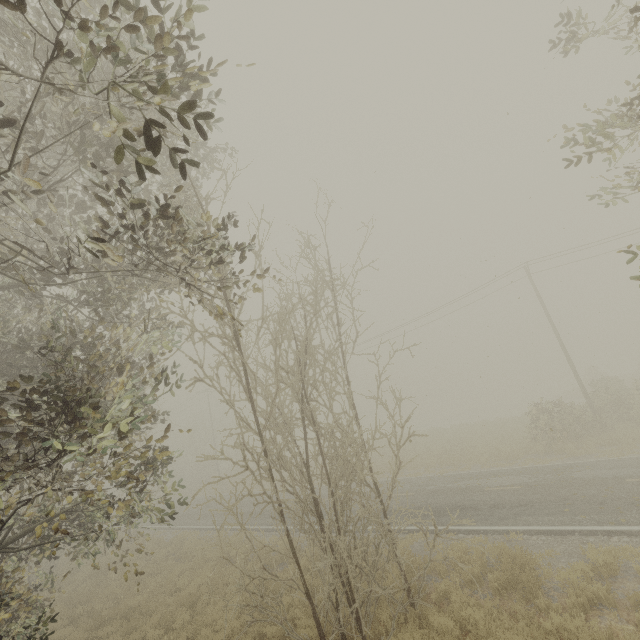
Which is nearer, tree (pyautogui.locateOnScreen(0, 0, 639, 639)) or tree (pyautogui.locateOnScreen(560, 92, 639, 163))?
tree (pyautogui.locateOnScreen(0, 0, 639, 639))

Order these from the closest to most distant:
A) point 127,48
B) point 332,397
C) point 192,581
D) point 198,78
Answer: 1. point 198,78
2. point 127,48
3. point 332,397
4. point 192,581

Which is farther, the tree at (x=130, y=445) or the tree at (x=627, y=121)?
the tree at (x=627, y=121)
